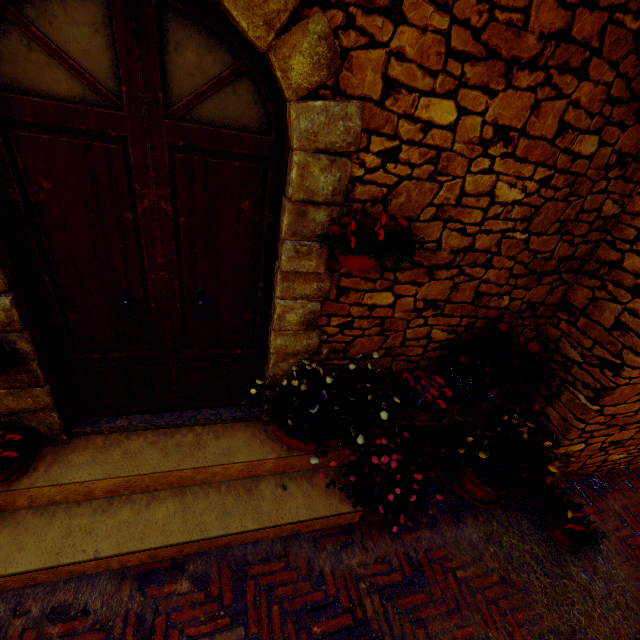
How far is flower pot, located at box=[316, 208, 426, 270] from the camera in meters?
1.9

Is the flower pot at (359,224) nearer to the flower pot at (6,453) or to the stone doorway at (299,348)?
the stone doorway at (299,348)

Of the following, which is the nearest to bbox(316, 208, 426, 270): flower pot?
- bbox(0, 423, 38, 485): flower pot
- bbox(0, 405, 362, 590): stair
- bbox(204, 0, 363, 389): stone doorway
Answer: bbox(204, 0, 363, 389): stone doorway

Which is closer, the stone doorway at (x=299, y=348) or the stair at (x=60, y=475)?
the stone doorway at (x=299, y=348)

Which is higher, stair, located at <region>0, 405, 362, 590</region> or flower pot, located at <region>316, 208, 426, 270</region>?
flower pot, located at <region>316, 208, 426, 270</region>

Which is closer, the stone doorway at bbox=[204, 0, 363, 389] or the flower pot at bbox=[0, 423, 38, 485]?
the stone doorway at bbox=[204, 0, 363, 389]

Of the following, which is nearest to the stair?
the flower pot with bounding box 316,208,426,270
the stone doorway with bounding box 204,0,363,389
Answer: the stone doorway with bounding box 204,0,363,389

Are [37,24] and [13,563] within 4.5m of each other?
yes
